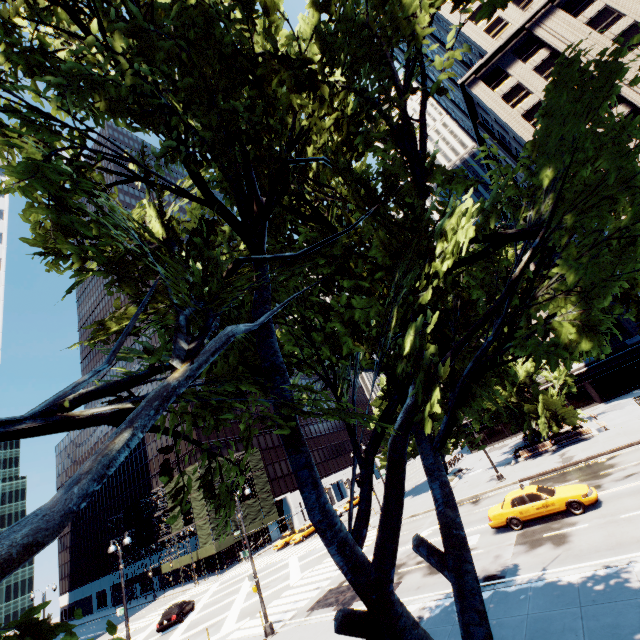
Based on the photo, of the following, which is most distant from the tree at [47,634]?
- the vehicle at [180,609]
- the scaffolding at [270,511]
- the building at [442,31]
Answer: the scaffolding at [270,511]

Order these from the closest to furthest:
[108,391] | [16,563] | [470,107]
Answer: [16,563]
[108,391]
[470,107]

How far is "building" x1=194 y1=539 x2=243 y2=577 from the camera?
50.7m

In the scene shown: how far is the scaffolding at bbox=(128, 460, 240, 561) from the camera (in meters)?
47.84

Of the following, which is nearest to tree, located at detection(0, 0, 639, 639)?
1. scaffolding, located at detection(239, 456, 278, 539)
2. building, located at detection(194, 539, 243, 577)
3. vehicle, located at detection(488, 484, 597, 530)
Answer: vehicle, located at detection(488, 484, 597, 530)

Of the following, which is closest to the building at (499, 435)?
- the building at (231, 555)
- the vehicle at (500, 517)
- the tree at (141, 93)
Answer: the tree at (141, 93)

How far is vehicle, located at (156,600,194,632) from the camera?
27.5 meters

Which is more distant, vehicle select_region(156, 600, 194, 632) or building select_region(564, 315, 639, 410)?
building select_region(564, 315, 639, 410)
